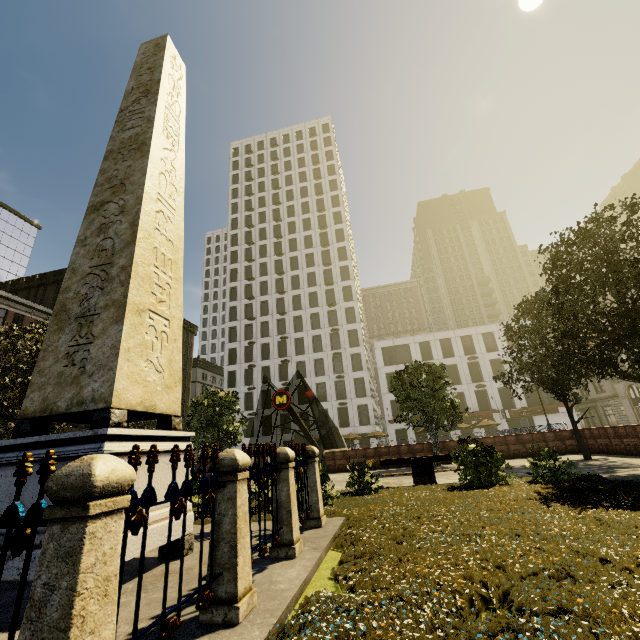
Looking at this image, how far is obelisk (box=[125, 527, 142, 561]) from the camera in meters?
3.9 m

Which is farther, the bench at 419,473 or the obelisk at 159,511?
the bench at 419,473

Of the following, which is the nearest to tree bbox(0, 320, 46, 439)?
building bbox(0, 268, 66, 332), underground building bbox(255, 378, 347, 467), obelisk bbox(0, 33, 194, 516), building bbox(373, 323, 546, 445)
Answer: underground building bbox(255, 378, 347, 467)

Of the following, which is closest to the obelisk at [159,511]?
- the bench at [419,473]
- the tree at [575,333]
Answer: the tree at [575,333]

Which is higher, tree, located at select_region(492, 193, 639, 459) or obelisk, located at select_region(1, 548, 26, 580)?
tree, located at select_region(492, 193, 639, 459)

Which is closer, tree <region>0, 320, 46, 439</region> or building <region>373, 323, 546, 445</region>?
tree <region>0, 320, 46, 439</region>

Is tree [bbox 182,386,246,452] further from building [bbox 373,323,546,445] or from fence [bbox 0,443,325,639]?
building [bbox 373,323,546,445]

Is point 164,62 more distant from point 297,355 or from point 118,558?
point 297,355
